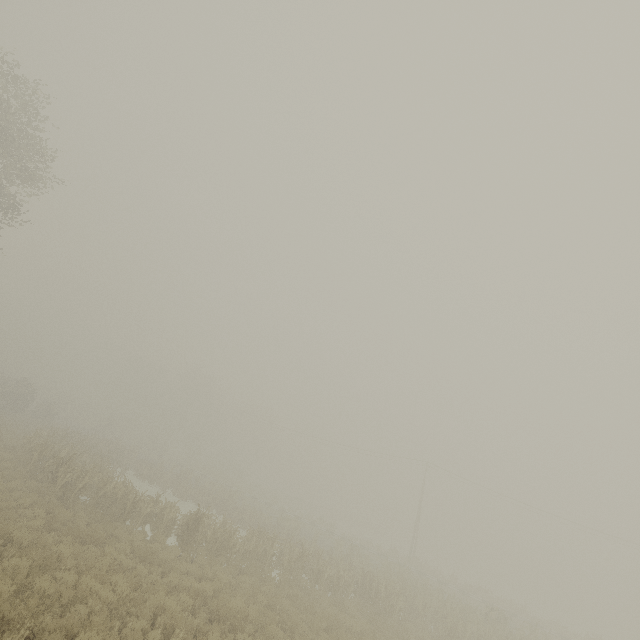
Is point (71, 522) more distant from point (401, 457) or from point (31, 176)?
point (401, 457)

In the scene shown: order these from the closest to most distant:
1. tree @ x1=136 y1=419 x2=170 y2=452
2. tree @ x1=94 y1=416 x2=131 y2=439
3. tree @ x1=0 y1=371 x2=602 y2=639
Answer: tree @ x1=0 y1=371 x2=602 y2=639
tree @ x1=94 y1=416 x2=131 y2=439
tree @ x1=136 y1=419 x2=170 y2=452

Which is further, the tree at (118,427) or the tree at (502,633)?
the tree at (118,427)

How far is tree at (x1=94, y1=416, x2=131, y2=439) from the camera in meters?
51.5 m

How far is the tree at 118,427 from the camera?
51.5m

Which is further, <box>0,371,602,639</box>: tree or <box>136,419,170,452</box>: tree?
<box>136,419,170,452</box>: tree
